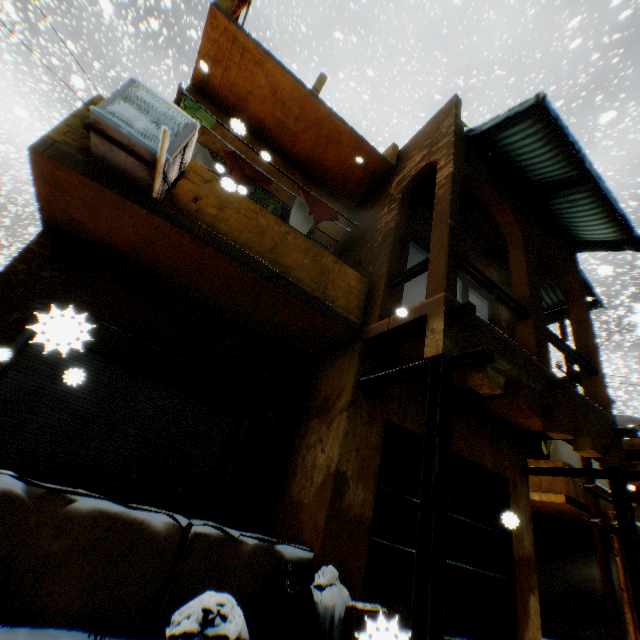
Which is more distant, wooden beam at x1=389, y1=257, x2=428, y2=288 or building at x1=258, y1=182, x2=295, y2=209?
building at x1=258, y1=182, x2=295, y2=209

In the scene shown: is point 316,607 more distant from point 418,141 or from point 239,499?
point 418,141

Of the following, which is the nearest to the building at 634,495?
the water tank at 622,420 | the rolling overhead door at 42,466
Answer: the rolling overhead door at 42,466

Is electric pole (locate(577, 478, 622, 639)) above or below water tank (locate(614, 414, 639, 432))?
below

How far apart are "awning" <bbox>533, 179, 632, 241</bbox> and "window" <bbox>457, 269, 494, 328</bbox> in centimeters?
141cm

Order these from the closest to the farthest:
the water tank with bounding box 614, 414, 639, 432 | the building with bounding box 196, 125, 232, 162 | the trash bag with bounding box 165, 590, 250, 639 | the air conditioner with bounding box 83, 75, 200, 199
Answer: the trash bag with bounding box 165, 590, 250, 639 < the air conditioner with bounding box 83, 75, 200, 199 < the building with bounding box 196, 125, 232, 162 < the water tank with bounding box 614, 414, 639, 432

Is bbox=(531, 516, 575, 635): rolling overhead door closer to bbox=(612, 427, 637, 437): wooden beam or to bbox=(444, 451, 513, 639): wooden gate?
bbox=(612, 427, 637, 437): wooden beam

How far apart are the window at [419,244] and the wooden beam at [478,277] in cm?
157
